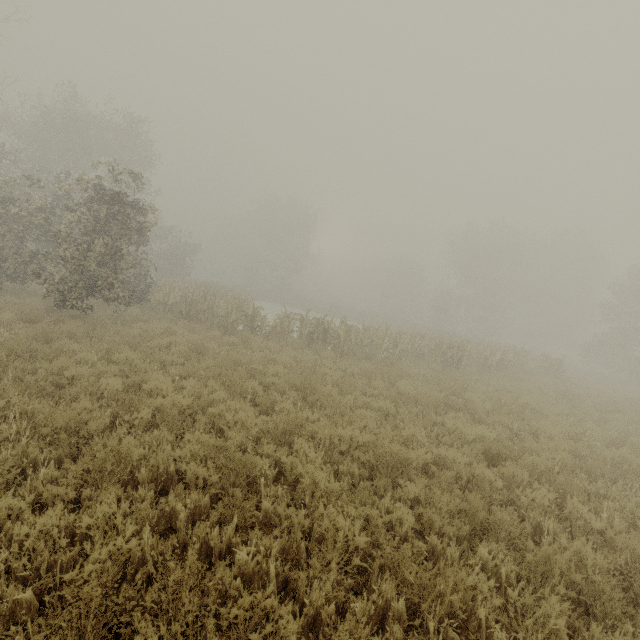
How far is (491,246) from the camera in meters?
43.2 m
